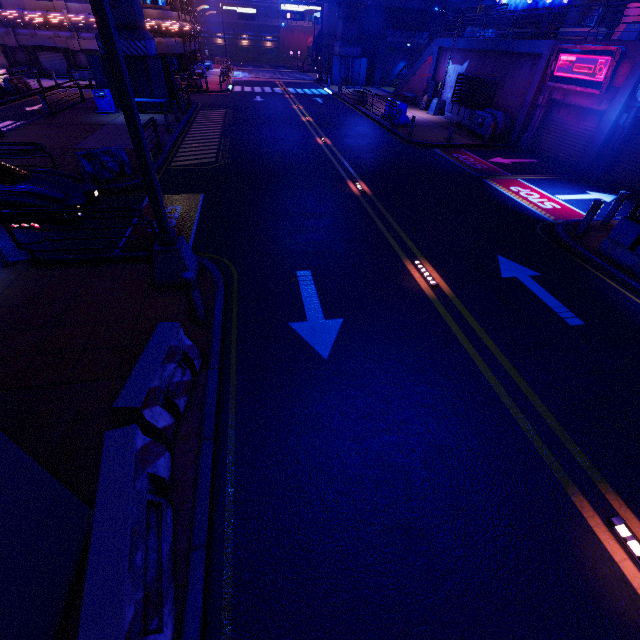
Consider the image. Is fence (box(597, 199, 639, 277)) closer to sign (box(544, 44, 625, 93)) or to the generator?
sign (box(544, 44, 625, 93))

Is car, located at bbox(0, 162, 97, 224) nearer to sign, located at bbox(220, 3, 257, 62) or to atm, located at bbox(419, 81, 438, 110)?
atm, located at bbox(419, 81, 438, 110)

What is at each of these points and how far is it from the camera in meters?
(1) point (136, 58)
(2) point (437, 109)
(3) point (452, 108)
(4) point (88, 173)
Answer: (1) pillar, 19.7 m
(2) street light, 25.2 m
(3) fence, 23.9 m
(4) fence, 10.9 m

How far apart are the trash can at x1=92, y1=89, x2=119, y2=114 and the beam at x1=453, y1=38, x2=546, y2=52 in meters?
23.5 m

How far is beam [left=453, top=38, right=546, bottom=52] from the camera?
16.9 meters

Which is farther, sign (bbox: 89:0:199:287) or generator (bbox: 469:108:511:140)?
generator (bbox: 469:108:511:140)

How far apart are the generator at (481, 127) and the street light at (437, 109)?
5.7m

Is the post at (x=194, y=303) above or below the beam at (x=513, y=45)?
below
